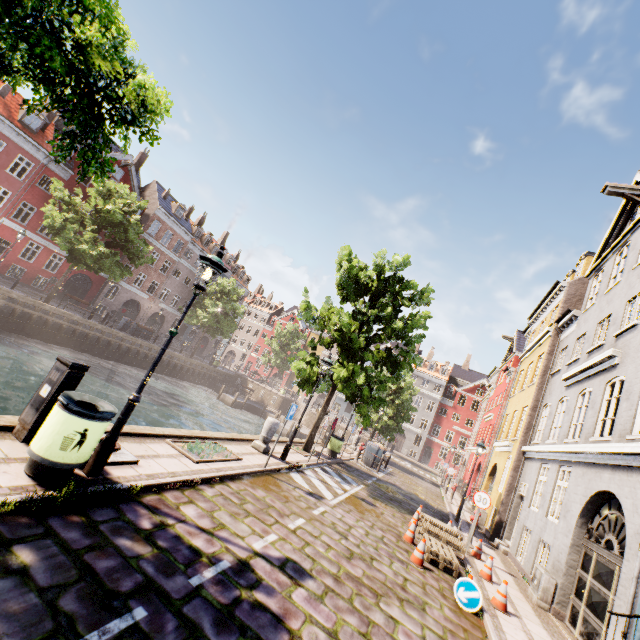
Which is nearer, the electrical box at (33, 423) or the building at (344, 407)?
the electrical box at (33, 423)

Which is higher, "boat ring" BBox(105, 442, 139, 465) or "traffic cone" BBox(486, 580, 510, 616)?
"traffic cone" BBox(486, 580, 510, 616)

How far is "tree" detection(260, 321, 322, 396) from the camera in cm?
1323

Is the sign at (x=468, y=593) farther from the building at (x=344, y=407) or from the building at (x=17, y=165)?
the building at (x=344, y=407)

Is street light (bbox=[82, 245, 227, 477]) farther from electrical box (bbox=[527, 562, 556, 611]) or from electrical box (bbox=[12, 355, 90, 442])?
electrical box (bbox=[527, 562, 556, 611])

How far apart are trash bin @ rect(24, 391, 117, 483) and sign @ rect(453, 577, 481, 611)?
7.31m

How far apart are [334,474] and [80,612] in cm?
1123

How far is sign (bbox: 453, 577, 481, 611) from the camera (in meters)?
6.41
